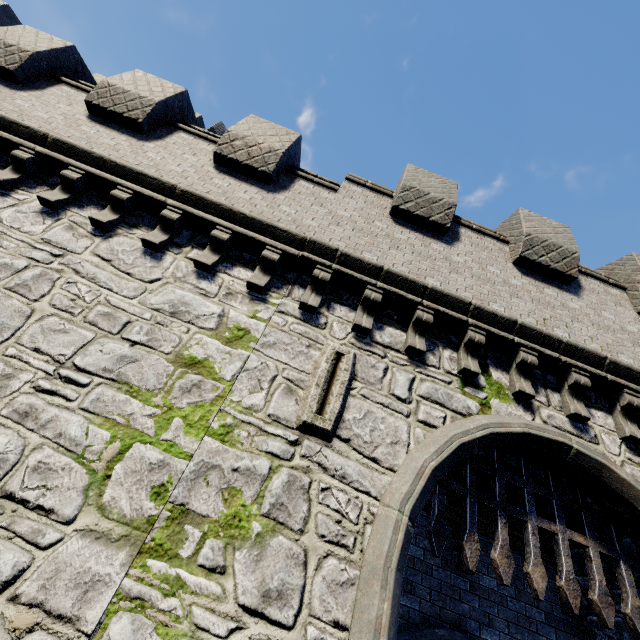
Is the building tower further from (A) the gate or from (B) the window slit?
(A) the gate

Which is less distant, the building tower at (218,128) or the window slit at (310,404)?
the window slit at (310,404)

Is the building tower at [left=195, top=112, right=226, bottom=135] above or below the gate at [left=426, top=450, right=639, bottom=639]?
above

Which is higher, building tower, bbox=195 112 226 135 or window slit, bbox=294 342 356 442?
building tower, bbox=195 112 226 135

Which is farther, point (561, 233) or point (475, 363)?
point (561, 233)

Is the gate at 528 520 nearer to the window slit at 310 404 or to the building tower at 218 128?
the window slit at 310 404
